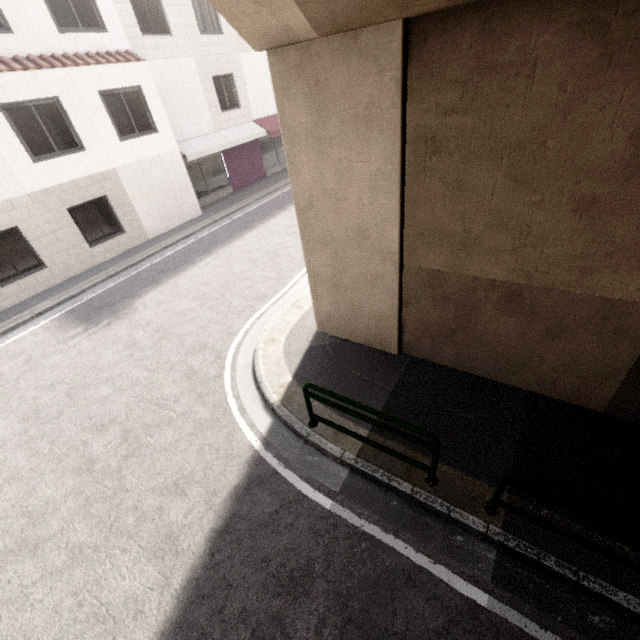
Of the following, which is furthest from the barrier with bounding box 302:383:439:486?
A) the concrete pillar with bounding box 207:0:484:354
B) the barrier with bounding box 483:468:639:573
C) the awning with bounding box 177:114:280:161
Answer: the awning with bounding box 177:114:280:161

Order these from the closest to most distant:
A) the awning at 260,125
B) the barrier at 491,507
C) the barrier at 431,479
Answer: the barrier at 491,507
the barrier at 431,479
the awning at 260,125

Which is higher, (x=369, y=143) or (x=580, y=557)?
(x=369, y=143)

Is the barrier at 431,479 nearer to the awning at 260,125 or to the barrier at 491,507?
the barrier at 491,507

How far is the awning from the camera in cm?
1488

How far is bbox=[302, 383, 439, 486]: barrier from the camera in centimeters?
399cm

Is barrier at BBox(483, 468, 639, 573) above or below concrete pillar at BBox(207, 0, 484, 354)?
below

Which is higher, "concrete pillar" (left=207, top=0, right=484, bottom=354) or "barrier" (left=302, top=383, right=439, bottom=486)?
"concrete pillar" (left=207, top=0, right=484, bottom=354)
